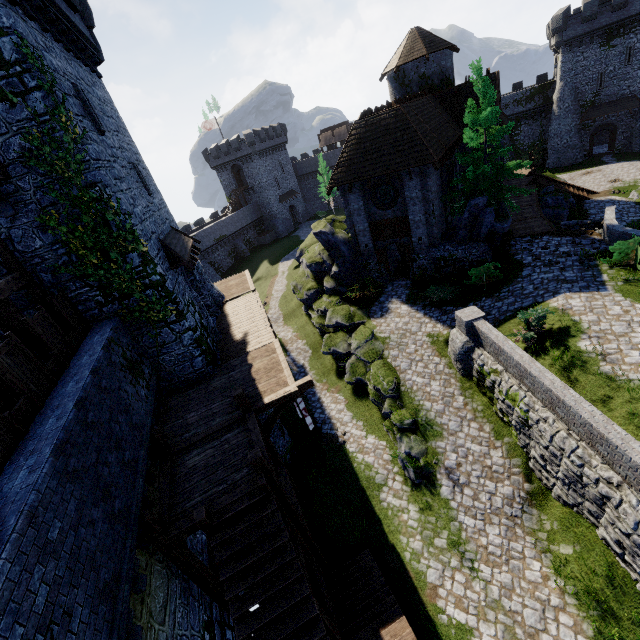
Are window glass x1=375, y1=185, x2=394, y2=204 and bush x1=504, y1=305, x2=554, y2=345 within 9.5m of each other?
no

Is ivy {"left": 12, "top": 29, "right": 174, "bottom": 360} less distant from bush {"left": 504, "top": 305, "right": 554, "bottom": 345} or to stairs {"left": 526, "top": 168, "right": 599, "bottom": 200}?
bush {"left": 504, "top": 305, "right": 554, "bottom": 345}

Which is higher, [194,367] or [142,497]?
[142,497]

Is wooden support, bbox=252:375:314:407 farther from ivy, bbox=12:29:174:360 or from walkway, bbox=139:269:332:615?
Result: ivy, bbox=12:29:174:360

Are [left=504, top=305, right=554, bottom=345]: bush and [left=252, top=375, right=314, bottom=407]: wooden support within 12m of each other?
yes

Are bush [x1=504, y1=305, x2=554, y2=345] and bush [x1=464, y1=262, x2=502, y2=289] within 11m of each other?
yes

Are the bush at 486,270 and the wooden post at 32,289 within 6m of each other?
no

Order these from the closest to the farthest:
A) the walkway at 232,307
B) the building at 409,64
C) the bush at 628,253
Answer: the walkway at 232,307, the bush at 628,253, the building at 409,64
